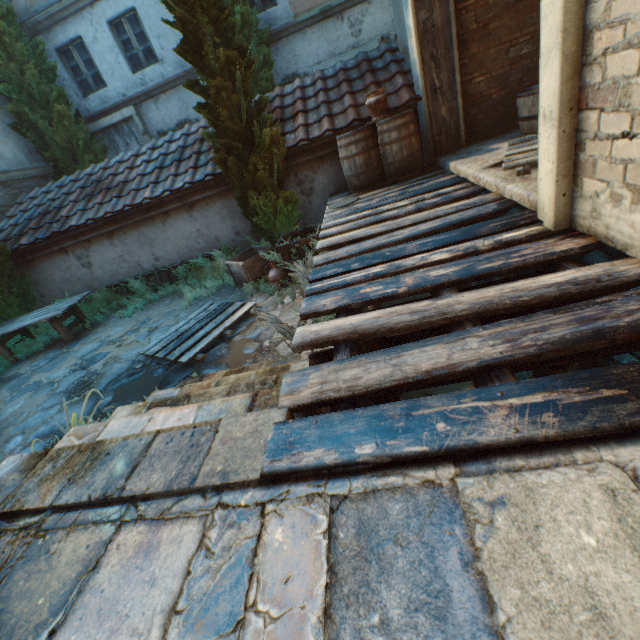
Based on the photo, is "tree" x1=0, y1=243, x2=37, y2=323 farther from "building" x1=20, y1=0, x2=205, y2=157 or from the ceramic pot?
the ceramic pot

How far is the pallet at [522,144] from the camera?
3.3 meters

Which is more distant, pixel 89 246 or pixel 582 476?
pixel 89 246

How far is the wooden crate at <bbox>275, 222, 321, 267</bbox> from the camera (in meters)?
5.44

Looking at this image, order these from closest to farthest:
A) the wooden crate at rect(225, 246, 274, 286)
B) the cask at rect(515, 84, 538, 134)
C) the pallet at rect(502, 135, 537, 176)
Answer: the pallet at rect(502, 135, 537, 176) < the cask at rect(515, 84, 538, 134) < the wooden crate at rect(225, 246, 274, 286)

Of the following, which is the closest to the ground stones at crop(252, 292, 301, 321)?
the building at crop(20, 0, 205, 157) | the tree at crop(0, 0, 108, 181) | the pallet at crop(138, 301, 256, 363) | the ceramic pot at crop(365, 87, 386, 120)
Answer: the pallet at crop(138, 301, 256, 363)

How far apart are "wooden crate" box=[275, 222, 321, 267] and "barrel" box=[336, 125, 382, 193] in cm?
86

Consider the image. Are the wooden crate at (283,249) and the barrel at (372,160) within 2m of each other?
yes
